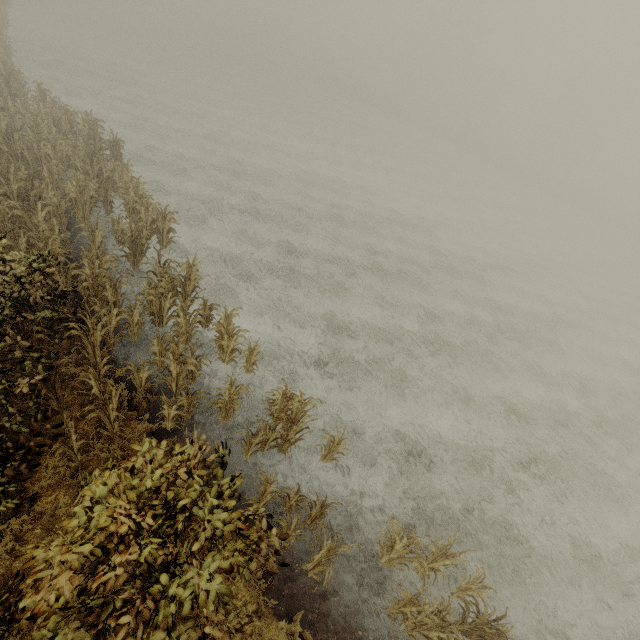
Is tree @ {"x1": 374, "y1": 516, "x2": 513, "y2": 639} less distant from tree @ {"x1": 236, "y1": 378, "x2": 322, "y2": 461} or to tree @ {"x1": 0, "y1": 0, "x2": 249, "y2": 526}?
tree @ {"x1": 236, "y1": 378, "x2": 322, "y2": 461}

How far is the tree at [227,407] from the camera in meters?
7.4 m

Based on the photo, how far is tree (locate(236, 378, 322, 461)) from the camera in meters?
7.1 m

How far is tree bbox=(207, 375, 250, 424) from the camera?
7.4 meters

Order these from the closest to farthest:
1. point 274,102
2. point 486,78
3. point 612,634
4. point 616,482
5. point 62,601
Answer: point 62,601 < point 612,634 < point 616,482 < point 274,102 < point 486,78

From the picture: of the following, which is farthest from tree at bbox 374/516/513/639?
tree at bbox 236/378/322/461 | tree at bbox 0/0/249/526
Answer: A: tree at bbox 0/0/249/526

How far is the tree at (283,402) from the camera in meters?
7.1

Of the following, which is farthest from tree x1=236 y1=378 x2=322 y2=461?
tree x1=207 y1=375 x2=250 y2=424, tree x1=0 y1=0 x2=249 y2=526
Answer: tree x1=0 y1=0 x2=249 y2=526
